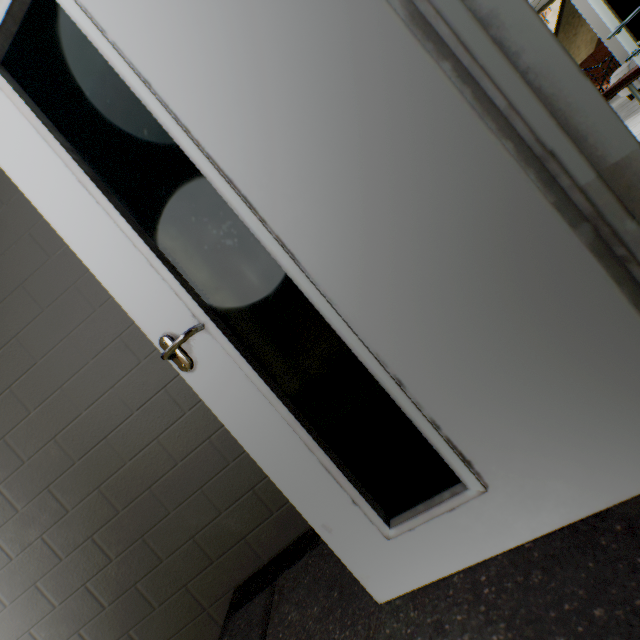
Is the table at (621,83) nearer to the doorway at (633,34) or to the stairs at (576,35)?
the doorway at (633,34)

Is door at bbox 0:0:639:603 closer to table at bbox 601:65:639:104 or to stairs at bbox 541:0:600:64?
table at bbox 601:65:639:104

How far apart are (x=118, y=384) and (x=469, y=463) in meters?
1.6 m

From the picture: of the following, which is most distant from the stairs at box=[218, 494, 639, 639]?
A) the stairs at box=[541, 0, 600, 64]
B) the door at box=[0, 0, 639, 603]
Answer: the stairs at box=[541, 0, 600, 64]

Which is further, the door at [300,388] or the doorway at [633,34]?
the doorway at [633,34]

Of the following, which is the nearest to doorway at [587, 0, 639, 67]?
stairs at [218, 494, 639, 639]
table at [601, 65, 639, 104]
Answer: stairs at [218, 494, 639, 639]

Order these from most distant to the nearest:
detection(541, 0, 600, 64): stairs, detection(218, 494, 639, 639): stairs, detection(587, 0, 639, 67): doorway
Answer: detection(541, 0, 600, 64): stairs, detection(587, 0, 639, 67): doorway, detection(218, 494, 639, 639): stairs

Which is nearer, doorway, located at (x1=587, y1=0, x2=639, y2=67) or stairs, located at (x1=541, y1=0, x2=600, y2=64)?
doorway, located at (x1=587, y1=0, x2=639, y2=67)
